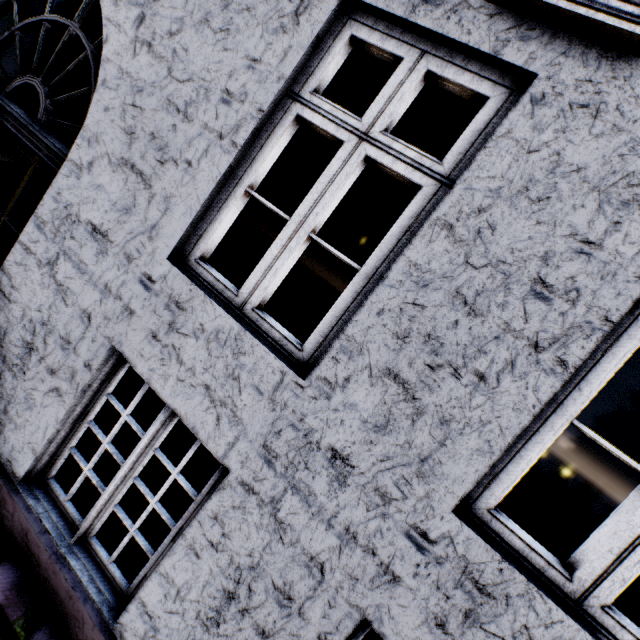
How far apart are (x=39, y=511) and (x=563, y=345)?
3.1 meters
